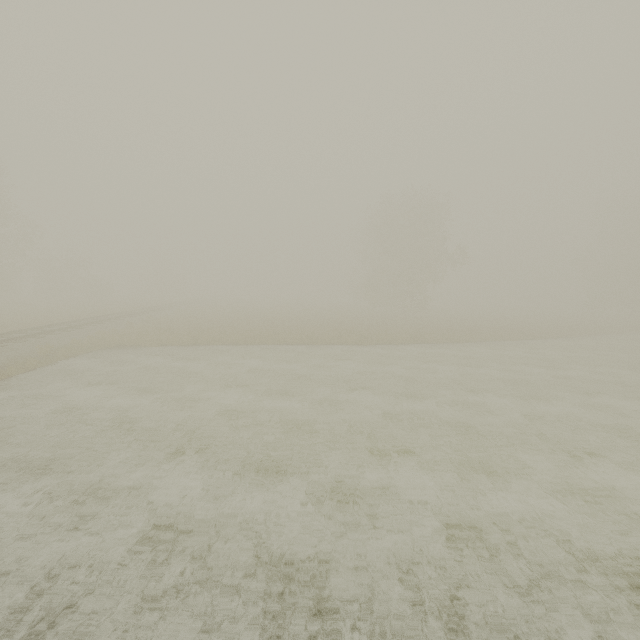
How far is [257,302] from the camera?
54.6 meters
